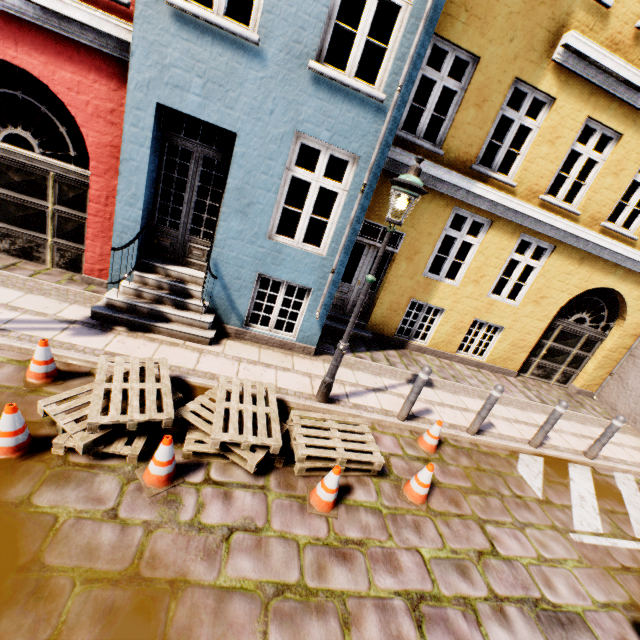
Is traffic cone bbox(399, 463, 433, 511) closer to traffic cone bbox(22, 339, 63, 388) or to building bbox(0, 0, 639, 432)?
building bbox(0, 0, 639, 432)

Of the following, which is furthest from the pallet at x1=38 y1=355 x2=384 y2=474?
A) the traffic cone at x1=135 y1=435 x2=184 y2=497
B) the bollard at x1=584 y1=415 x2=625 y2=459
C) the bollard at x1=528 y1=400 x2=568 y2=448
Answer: the bollard at x1=584 y1=415 x2=625 y2=459

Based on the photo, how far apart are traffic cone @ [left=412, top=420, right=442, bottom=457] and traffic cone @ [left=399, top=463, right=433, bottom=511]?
0.78m

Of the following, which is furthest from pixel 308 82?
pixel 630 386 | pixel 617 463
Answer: pixel 630 386

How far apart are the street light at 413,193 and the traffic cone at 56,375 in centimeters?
352cm

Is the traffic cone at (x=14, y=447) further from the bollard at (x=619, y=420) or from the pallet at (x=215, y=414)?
the bollard at (x=619, y=420)

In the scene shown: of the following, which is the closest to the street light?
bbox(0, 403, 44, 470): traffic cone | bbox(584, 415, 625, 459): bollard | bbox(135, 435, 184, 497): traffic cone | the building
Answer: the building

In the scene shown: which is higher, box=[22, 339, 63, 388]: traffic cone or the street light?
the street light
